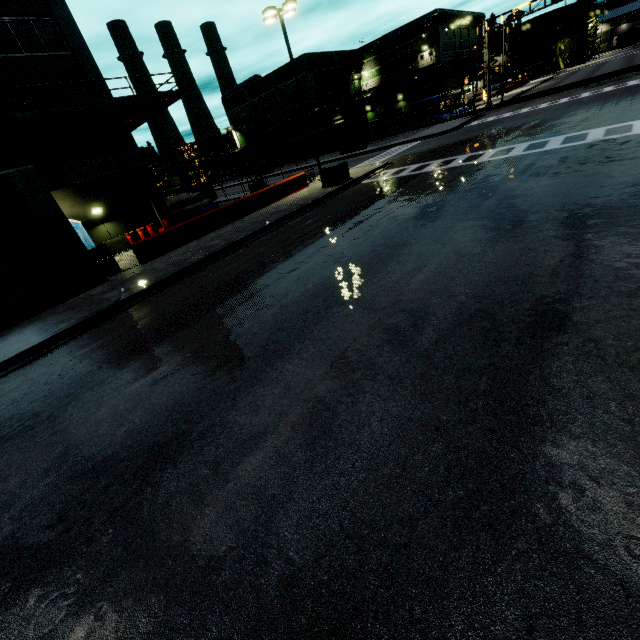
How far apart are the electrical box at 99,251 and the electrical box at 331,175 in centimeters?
1243cm

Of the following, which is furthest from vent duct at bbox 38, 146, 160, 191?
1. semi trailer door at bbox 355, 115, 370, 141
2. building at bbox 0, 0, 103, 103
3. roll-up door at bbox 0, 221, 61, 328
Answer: roll-up door at bbox 0, 221, 61, 328

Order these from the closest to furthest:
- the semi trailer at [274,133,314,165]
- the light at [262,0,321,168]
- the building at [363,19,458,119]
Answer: the light at [262,0,321,168]
the semi trailer at [274,133,314,165]
the building at [363,19,458,119]

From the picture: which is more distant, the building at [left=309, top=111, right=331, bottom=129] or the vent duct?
the building at [left=309, top=111, right=331, bottom=129]

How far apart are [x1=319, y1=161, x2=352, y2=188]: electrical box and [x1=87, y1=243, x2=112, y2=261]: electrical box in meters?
12.4

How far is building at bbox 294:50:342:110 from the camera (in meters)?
54.62

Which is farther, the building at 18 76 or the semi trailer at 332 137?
the semi trailer at 332 137

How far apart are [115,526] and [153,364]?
3.73m
